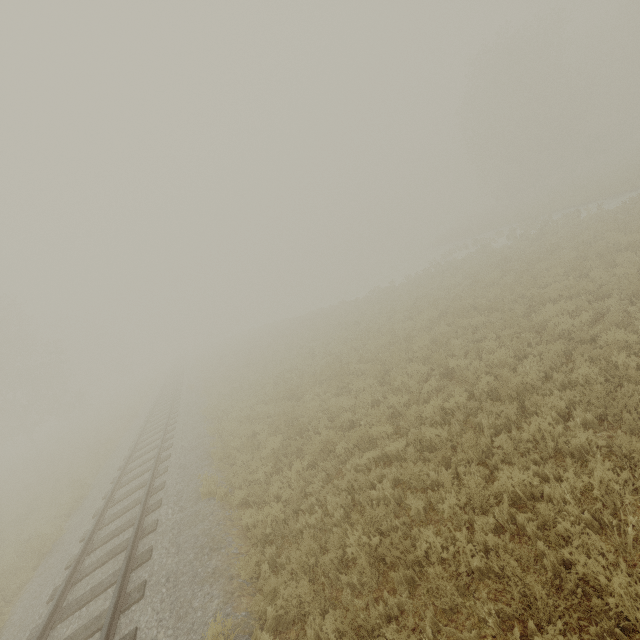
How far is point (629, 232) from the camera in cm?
1334
